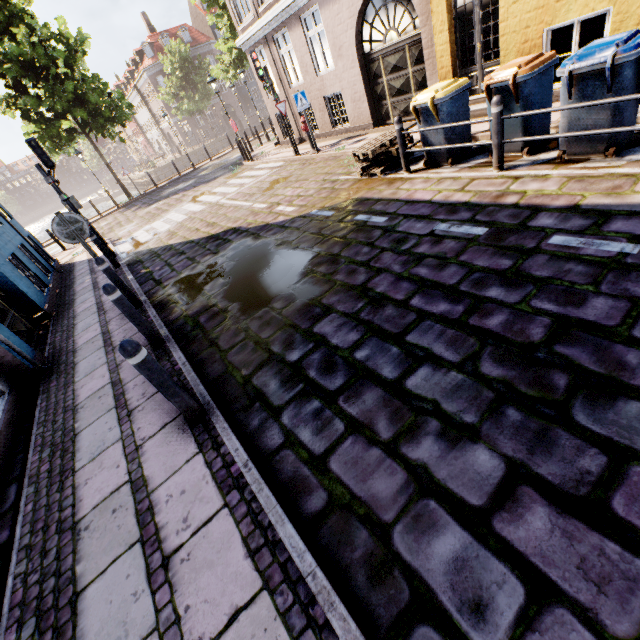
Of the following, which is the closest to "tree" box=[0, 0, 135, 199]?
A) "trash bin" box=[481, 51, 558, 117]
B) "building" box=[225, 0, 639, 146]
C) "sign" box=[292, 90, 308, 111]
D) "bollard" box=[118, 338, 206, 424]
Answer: "building" box=[225, 0, 639, 146]

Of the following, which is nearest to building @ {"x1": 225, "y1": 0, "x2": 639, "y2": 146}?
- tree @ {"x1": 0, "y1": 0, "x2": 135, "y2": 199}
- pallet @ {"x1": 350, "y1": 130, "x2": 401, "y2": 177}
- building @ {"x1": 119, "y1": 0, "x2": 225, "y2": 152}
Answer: pallet @ {"x1": 350, "y1": 130, "x2": 401, "y2": 177}

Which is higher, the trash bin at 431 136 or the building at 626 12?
the building at 626 12

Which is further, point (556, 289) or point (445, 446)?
point (556, 289)

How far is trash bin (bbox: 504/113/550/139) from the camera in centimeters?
520cm

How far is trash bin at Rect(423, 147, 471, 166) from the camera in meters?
6.3

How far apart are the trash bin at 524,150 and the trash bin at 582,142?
0.4m

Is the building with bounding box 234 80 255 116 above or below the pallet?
above
